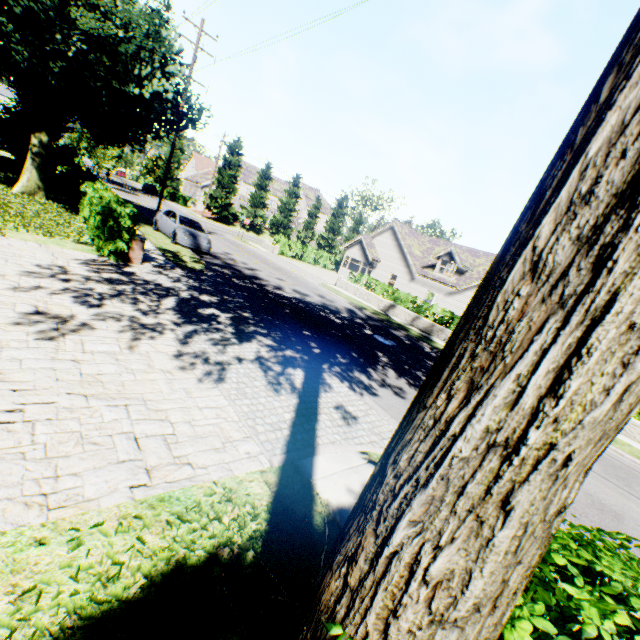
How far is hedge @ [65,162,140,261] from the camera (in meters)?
10.22

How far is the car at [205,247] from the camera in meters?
16.9

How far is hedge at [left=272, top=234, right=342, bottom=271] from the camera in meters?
35.1

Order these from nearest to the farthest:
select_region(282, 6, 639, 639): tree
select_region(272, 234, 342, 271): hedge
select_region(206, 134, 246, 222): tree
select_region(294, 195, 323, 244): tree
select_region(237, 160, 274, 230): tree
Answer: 1. select_region(282, 6, 639, 639): tree
2. select_region(272, 234, 342, 271): hedge
3. select_region(206, 134, 246, 222): tree
4. select_region(237, 160, 274, 230): tree
5. select_region(294, 195, 323, 244): tree

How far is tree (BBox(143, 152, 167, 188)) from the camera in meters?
53.9 m

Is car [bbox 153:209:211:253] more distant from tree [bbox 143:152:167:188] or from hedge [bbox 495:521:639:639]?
hedge [bbox 495:521:639:639]

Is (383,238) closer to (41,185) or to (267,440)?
(41,185)

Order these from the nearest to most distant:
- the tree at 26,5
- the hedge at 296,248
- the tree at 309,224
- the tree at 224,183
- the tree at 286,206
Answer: the tree at 26,5, the hedge at 296,248, the tree at 224,183, the tree at 286,206, the tree at 309,224
